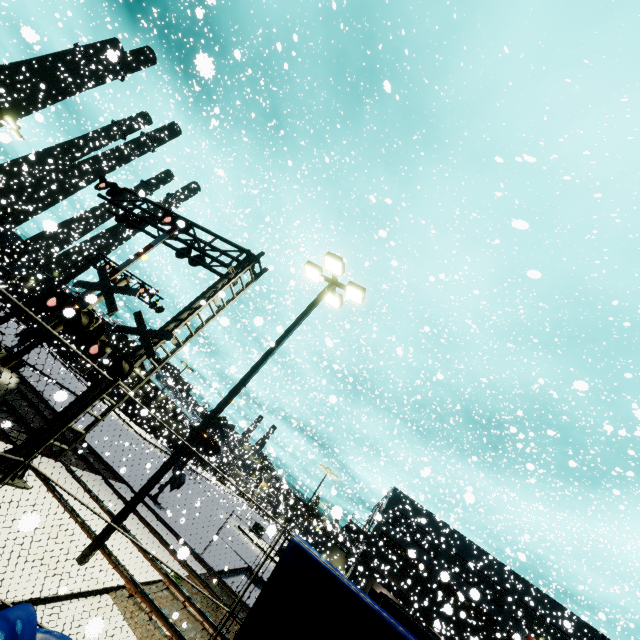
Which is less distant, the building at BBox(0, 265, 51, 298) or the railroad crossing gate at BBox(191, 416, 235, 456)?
the railroad crossing gate at BBox(191, 416, 235, 456)

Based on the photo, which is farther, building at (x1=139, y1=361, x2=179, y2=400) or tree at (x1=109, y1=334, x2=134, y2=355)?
tree at (x1=109, y1=334, x2=134, y2=355)

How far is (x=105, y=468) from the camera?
14.8m

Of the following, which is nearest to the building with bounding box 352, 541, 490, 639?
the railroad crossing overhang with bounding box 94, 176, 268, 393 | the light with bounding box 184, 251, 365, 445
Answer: the light with bounding box 184, 251, 365, 445

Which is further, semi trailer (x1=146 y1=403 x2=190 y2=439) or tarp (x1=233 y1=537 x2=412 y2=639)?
semi trailer (x1=146 y1=403 x2=190 y2=439)

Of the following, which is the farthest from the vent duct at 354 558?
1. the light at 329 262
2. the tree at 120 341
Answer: the tree at 120 341

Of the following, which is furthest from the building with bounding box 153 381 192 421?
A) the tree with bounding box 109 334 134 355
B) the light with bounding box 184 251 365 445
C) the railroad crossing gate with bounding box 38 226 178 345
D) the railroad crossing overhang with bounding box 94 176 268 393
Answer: the railroad crossing overhang with bounding box 94 176 268 393

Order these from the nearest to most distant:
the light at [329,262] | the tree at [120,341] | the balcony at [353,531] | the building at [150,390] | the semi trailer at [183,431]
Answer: the light at [329,262] → the balcony at [353,531] → the semi trailer at [183,431] → the building at [150,390] → the tree at [120,341]
